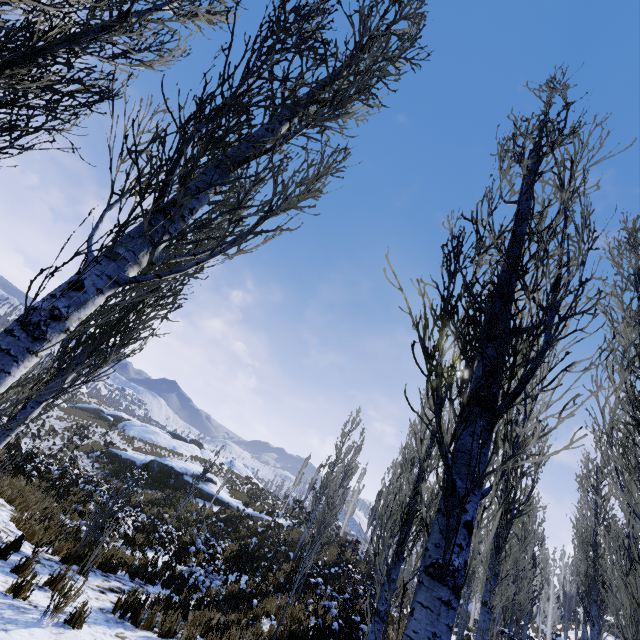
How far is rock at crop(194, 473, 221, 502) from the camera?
25.5m

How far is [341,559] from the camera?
25.7m

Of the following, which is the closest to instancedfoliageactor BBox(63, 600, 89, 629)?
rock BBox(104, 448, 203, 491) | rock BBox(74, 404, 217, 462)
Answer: rock BBox(104, 448, 203, 491)

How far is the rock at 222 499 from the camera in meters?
25.7

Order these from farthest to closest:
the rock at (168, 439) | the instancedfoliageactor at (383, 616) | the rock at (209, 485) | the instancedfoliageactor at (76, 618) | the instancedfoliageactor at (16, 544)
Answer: the rock at (168, 439)
the rock at (209, 485)
the instancedfoliageactor at (16, 544)
the instancedfoliageactor at (76, 618)
the instancedfoliageactor at (383, 616)

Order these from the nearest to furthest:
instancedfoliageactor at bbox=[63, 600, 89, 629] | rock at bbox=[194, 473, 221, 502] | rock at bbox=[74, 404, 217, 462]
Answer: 1. instancedfoliageactor at bbox=[63, 600, 89, 629]
2. rock at bbox=[194, 473, 221, 502]
3. rock at bbox=[74, 404, 217, 462]

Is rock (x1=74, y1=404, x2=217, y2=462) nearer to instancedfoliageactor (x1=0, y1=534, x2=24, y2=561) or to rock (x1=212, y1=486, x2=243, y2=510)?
rock (x1=212, y1=486, x2=243, y2=510)

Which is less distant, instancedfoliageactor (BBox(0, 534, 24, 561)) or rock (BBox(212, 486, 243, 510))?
instancedfoliageactor (BBox(0, 534, 24, 561))
